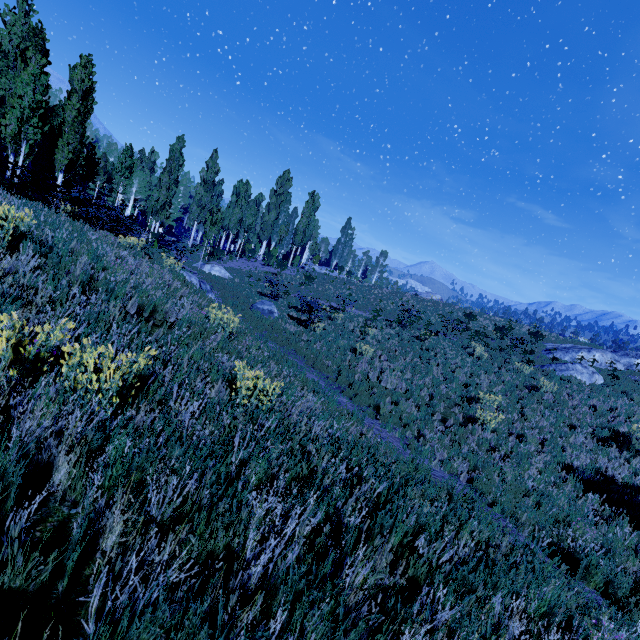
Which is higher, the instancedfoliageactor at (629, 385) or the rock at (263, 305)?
the instancedfoliageactor at (629, 385)

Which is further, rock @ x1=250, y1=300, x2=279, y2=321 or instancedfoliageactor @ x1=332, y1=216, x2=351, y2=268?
instancedfoliageactor @ x1=332, y1=216, x2=351, y2=268

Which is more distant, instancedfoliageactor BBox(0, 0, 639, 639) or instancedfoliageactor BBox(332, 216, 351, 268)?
instancedfoliageactor BBox(332, 216, 351, 268)

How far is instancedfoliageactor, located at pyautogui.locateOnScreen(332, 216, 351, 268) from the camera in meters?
56.3

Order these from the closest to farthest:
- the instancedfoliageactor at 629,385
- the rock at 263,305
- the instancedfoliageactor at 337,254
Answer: the instancedfoliageactor at 629,385, the rock at 263,305, the instancedfoliageactor at 337,254

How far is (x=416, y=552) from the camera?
2.50m

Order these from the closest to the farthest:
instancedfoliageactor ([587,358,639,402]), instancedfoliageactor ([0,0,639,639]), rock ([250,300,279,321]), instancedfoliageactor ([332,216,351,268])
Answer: instancedfoliageactor ([0,0,639,639]), instancedfoliageactor ([587,358,639,402]), rock ([250,300,279,321]), instancedfoliageactor ([332,216,351,268])

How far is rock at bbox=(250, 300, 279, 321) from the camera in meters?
16.8 m
